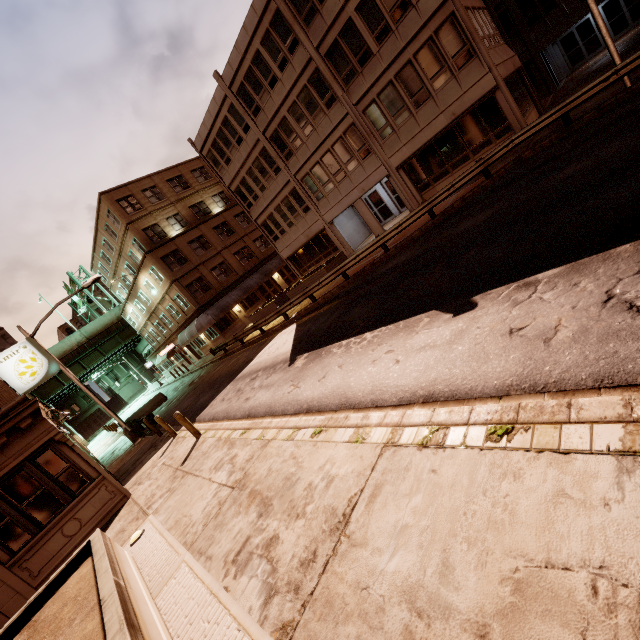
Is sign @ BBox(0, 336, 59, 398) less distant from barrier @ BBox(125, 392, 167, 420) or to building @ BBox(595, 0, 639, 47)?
barrier @ BBox(125, 392, 167, 420)

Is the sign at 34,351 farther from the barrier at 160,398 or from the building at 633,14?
the building at 633,14

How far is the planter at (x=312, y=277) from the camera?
21.6m

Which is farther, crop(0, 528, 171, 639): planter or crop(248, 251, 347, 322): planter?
crop(248, 251, 347, 322): planter

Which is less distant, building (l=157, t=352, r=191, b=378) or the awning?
the awning

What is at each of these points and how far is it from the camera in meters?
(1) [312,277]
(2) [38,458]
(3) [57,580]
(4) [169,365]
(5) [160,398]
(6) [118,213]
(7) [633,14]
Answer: (1) planter, 22.2
(2) building, 10.1
(3) planter, 6.3
(4) building, 49.2
(5) barrier, 29.3
(6) building, 31.2
(7) building, 24.8

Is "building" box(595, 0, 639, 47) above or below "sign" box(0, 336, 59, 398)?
below

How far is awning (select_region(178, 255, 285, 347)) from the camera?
31.38m
